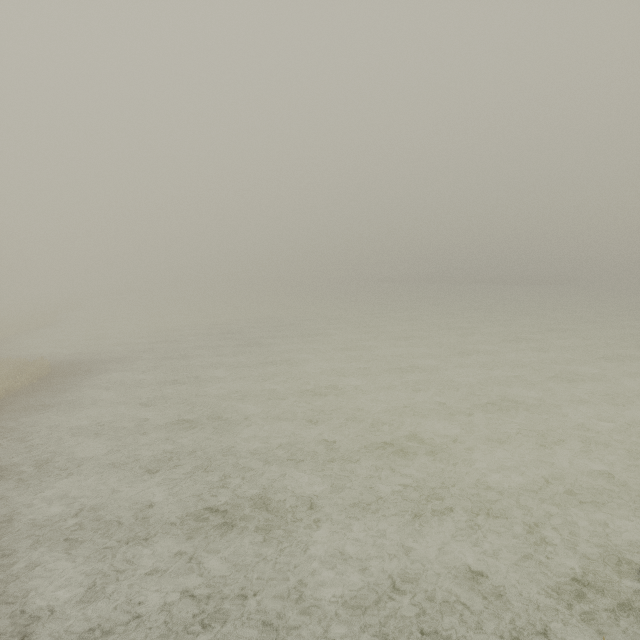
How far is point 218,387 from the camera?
15.37m
